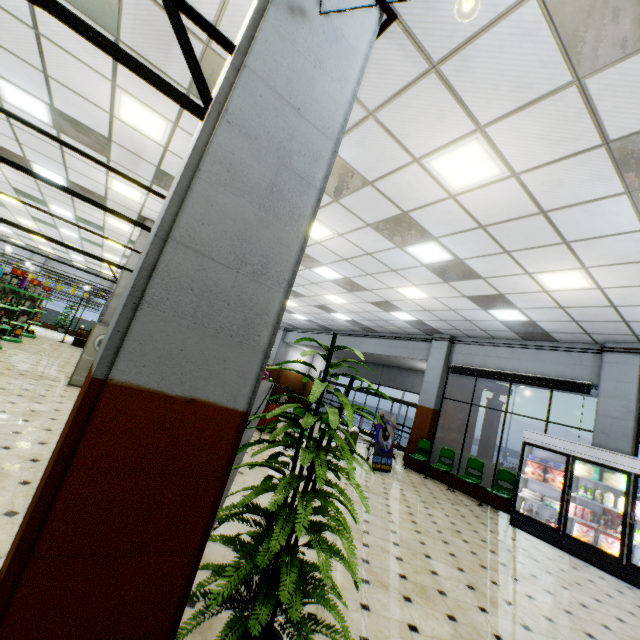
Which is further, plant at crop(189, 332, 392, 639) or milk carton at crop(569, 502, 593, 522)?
milk carton at crop(569, 502, 593, 522)

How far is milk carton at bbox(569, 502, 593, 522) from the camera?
6.8 meters

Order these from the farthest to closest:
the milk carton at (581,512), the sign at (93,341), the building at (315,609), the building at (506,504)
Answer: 1. the building at (506,504)
2. the sign at (93,341)
3. the milk carton at (581,512)
4. the building at (315,609)

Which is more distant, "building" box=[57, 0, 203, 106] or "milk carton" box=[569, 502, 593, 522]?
"milk carton" box=[569, 502, 593, 522]

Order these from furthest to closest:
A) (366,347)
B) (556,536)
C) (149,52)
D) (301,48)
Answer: (366,347) → (556,536) → (149,52) → (301,48)

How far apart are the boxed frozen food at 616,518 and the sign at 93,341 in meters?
12.1 m

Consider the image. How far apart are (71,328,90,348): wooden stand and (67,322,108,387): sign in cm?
1099

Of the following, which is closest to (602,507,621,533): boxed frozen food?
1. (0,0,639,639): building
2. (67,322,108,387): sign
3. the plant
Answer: (0,0,639,639): building
